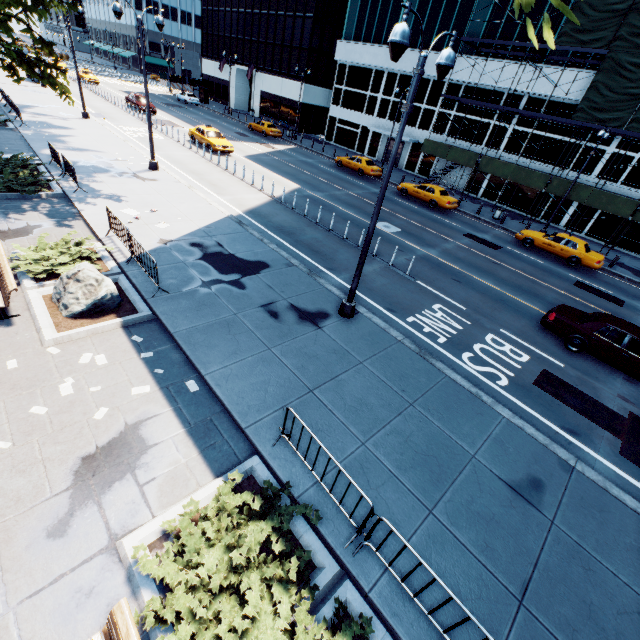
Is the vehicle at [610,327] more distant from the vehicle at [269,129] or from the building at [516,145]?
the vehicle at [269,129]

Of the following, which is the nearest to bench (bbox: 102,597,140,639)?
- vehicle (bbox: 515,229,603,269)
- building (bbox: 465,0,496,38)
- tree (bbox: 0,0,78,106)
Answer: tree (bbox: 0,0,78,106)

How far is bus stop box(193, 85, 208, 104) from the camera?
52.2 meters

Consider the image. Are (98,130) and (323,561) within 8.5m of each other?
no

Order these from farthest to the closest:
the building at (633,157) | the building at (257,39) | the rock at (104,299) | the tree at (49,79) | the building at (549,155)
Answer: the building at (257,39) → the building at (549,155) → the building at (633,157) → the tree at (49,79) → the rock at (104,299)

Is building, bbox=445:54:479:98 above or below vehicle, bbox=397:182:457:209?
above

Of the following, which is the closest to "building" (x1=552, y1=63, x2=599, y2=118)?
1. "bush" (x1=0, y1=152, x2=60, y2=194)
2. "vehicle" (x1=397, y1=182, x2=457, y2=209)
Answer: "vehicle" (x1=397, y1=182, x2=457, y2=209)

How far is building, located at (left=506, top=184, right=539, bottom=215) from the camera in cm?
2989
